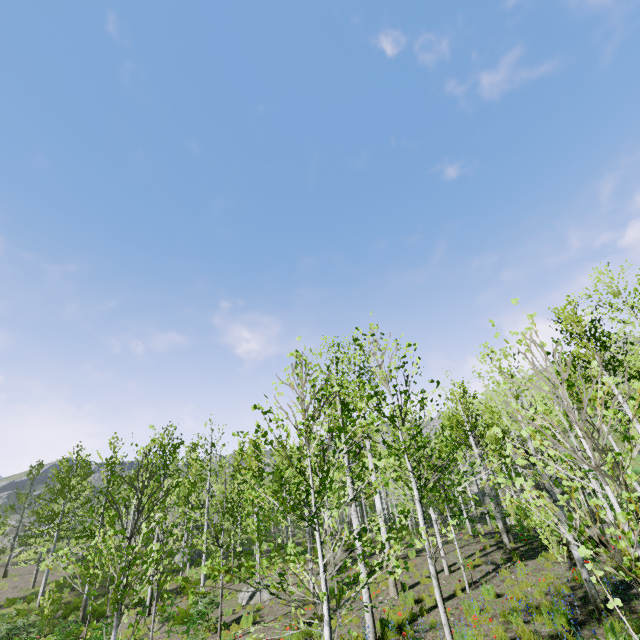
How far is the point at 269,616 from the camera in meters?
12.7
